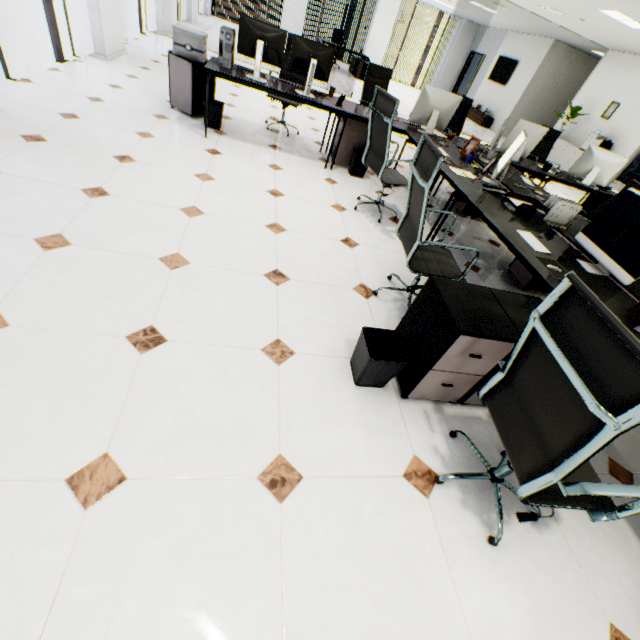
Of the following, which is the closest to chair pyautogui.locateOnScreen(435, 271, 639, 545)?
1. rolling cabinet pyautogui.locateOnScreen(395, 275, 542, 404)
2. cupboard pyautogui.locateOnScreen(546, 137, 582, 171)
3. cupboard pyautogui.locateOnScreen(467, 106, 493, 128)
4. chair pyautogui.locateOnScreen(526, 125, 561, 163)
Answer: rolling cabinet pyautogui.locateOnScreen(395, 275, 542, 404)

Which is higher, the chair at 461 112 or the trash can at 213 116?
the chair at 461 112

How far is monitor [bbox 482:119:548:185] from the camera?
3.19m

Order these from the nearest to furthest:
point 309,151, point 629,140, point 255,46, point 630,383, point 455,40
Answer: point 630,383
point 255,46
point 309,151
point 629,140
point 455,40

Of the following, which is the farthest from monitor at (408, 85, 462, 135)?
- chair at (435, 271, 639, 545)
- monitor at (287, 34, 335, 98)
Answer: chair at (435, 271, 639, 545)

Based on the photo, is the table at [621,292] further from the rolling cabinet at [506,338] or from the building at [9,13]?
the building at [9,13]

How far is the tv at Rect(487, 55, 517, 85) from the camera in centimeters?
1245cm

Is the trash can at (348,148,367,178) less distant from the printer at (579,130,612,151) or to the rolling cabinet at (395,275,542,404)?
the rolling cabinet at (395,275,542,404)
